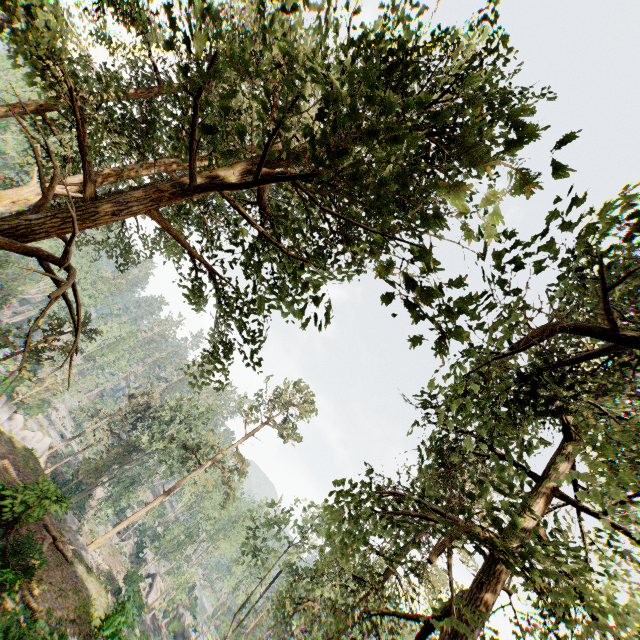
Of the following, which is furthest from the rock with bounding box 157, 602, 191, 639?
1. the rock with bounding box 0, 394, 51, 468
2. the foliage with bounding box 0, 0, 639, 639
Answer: the rock with bounding box 0, 394, 51, 468

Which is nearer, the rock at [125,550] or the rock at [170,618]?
the rock at [170,618]

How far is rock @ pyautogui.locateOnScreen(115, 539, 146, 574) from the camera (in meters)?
46.22

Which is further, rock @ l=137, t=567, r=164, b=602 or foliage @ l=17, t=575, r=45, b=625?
rock @ l=137, t=567, r=164, b=602

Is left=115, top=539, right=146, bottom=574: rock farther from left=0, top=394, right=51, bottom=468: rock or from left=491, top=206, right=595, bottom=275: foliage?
left=0, top=394, right=51, bottom=468: rock

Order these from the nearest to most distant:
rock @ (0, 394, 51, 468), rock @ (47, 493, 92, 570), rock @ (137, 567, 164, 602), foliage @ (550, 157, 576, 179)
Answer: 1. foliage @ (550, 157, 576, 179)
2. rock @ (47, 493, 92, 570)
3. rock @ (0, 394, 51, 468)
4. rock @ (137, 567, 164, 602)

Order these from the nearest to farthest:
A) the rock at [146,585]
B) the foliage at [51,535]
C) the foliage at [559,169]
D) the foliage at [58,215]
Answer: the foliage at [559,169]
the foliage at [58,215]
the foliage at [51,535]
the rock at [146,585]

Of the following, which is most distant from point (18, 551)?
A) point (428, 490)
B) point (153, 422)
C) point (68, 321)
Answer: point (153, 422)
